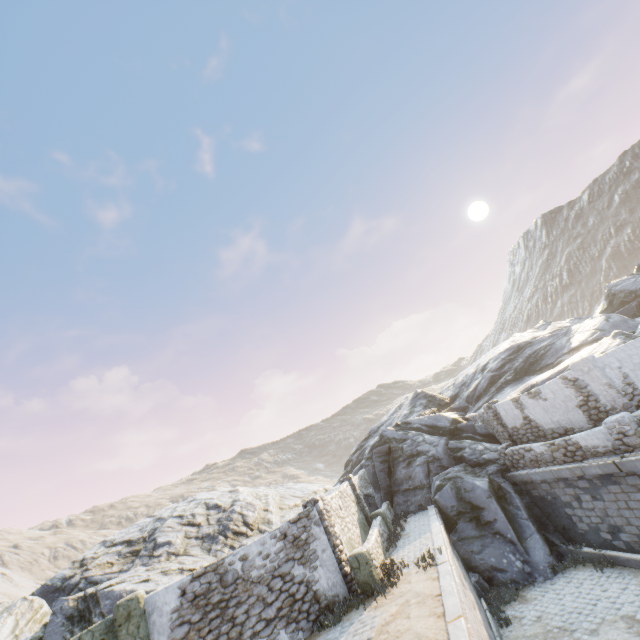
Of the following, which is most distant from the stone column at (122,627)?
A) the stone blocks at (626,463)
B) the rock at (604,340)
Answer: the rock at (604,340)

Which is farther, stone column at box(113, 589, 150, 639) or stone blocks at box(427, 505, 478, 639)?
stone column at box(113, 589, 150, 639)

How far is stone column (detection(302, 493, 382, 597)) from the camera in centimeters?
1019cm

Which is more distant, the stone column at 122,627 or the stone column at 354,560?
the stone column at 354,560

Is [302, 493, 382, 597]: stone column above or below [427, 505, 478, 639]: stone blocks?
above

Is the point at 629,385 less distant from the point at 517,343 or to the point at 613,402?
the point at 613,402

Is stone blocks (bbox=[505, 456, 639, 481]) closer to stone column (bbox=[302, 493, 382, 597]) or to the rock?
the rock

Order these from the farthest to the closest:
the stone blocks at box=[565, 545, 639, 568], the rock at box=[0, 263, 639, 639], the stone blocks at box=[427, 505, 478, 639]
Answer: the rock at box=[0, 263, 639, 639], the stone blocks at box=[565, 545, 639, 568], the stone blocks at box=[427, 505, 478, 639]
